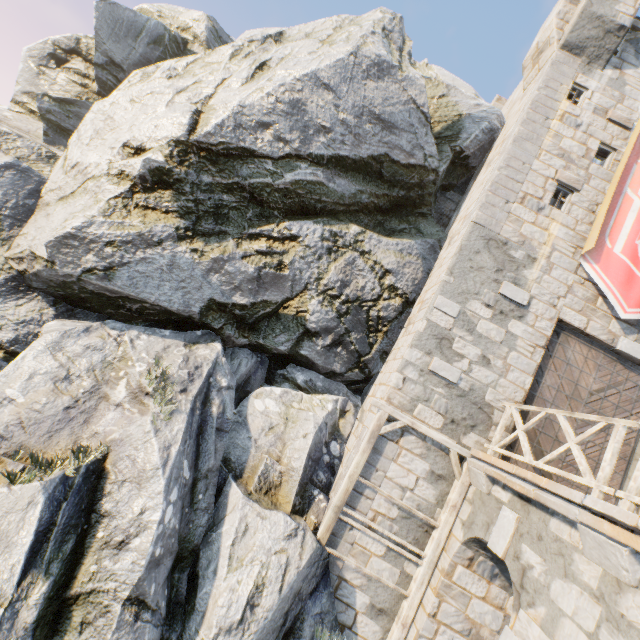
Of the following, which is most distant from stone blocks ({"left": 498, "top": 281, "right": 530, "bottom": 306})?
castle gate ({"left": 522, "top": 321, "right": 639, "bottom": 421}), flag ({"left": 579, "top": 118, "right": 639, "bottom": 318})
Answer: flag ({"left": 579, "top": 118, "right": 639, "bottom": 318})

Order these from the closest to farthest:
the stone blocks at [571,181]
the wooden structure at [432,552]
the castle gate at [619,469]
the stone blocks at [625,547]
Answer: the stone blocks at [625,547]
the wooden structure at [432,552]
the castle gate at [619,469]
the stone blocks at [571,181]

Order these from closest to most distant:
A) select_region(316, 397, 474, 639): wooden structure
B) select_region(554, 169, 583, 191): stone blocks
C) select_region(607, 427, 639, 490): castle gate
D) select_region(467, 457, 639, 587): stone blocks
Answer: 1. select_region(467, 457, 639, 587): stone blocks
2. select_region(316, 397, 474, 639): wooden structure
3. select_region(607, 427, 639, 490): castle gate
4. select_region(554, 169, 583, 191): stone blocks

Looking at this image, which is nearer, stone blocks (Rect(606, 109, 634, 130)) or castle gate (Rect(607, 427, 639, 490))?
castle gate (Rect(607, 427, 639, 490))

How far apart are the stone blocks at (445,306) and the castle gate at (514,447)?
2.21m

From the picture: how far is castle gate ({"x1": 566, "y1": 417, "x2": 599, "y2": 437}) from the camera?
7.80m

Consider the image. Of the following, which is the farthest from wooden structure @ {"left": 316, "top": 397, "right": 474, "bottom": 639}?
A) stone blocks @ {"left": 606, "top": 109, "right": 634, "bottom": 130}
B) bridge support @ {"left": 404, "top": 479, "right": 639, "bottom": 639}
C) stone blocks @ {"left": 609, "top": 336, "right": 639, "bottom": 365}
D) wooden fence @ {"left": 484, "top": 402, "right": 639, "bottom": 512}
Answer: stone blocks @ {"left": 606, "top": 109, "right": 634, "bottom": 130}

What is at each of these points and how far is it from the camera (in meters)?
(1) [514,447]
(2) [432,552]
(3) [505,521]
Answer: (1) castle gate, 7.67
(2) wooden structure, 6.81
(3) stone blocks, 5.58
